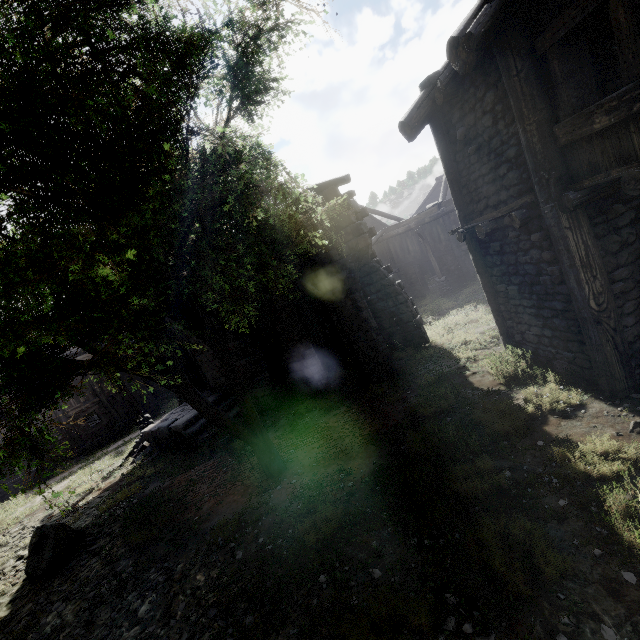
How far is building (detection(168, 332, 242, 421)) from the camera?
13.15m

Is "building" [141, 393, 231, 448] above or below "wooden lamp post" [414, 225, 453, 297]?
above

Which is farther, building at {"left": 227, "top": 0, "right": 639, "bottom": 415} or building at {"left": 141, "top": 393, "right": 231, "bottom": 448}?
building at {"left": 141, "top": 393, "right": 231, "bottom": 448}

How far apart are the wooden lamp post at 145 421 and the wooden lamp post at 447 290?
17.46m

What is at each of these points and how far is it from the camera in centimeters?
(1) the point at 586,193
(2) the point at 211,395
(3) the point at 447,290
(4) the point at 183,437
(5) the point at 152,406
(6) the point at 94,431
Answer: (1) building, 492cm
(2) building, 1407cm
(3) wooden lamp post, 2061cm
(4) building, 1226cm
(5) building, 2450cm
(6) building, 2161cm

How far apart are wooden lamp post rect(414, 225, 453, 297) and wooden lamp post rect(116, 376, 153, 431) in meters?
17.5

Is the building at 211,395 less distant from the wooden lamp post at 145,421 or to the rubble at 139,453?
the rubble at 139,453

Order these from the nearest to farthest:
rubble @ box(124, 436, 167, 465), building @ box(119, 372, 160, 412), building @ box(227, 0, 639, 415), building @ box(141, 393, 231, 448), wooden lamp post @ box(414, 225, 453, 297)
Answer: building @ box(227, 0, 639, 415) < building @ box(141, 393, 231, 448) < rubble @ box(124, 436, 167, 465) < wooden lamp post @ box(414, 225, 453, 297) < building @ box(119, 372, 160, 412)
